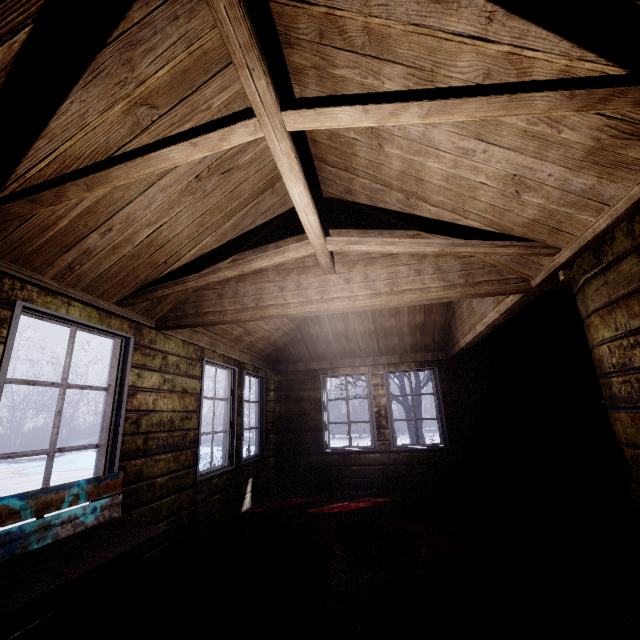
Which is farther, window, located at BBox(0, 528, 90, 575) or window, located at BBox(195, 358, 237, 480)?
window, located at BBox(195, 358, 237, 480)

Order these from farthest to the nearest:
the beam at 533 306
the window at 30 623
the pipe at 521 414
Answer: the pipe at 521 414 < the beam at 533 306 < the window at 30 623

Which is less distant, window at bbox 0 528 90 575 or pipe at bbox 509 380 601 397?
window at bbox 0 528 90 575

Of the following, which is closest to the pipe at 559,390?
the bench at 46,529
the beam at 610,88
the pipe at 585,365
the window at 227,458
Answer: the pipe at 585,365

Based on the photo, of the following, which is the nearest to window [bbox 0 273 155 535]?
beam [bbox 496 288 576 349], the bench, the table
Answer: the bench

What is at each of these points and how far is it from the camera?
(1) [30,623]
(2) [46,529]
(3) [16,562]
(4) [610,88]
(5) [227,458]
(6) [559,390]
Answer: (1) window, 1.7m
(2) bench, 1.7m
(3) window, 1.7m
(4) beam, 1.0m
(5) window, 4.1m
(6) pipe, 4.8m

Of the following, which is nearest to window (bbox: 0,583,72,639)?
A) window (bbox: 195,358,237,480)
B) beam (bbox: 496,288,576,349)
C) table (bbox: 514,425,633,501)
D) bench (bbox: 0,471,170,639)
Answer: bench (bbox: 0,471,170,639)

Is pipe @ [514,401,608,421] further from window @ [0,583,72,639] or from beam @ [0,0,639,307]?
window @ [0,583,72,639]
